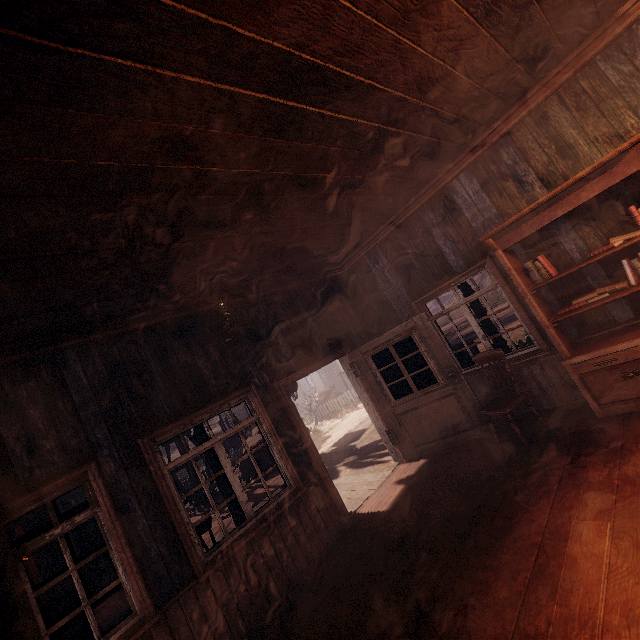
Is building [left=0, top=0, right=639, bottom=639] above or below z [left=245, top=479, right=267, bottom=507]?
above

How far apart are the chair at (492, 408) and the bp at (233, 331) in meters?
3.6

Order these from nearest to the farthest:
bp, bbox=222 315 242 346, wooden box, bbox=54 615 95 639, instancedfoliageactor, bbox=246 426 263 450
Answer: wooden box, bbox=54 615 95 639, bp, bbox=222 315 242 346, instancedfoliageactor, bbox=246 426 263 450

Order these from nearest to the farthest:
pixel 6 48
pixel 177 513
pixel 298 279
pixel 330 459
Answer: pixel 6 48, pixel 177 513, pixel 298 279, pixel 330 459

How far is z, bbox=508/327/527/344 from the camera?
13.8 meters

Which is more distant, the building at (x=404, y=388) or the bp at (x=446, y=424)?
the building at (x=404, y=388)

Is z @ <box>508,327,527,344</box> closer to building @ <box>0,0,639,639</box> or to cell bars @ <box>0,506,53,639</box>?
building @ <box>0,0,639,639</box>

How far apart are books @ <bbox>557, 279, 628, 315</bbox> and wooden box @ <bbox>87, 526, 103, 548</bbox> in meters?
18.2
